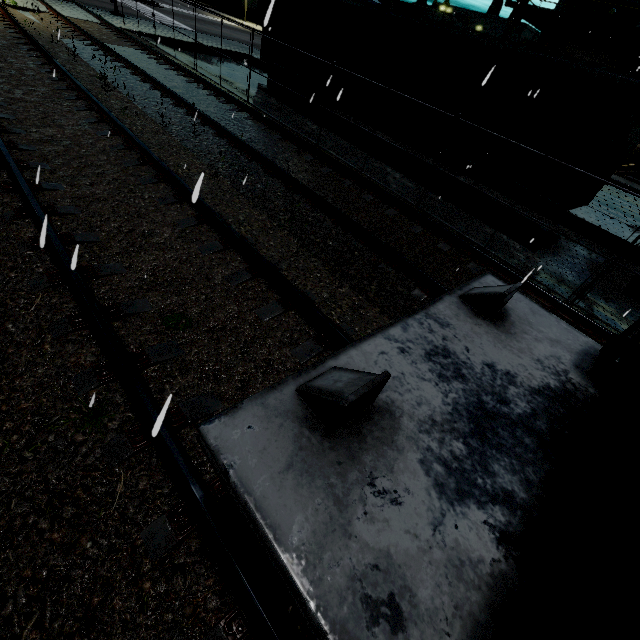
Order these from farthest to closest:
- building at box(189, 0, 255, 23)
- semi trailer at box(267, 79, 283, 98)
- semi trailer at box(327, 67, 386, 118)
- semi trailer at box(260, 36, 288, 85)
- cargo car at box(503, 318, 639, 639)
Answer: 1. building at box(189, 0, 255, 23)
2. semi trailer at box(267, 79, 283, 98)
3. semi trailer at box(260, 36, 288, 85)
4. semi trailer at box(327, 67, 386, 118)
5. cargo car at box(503, 318, 639, 639)

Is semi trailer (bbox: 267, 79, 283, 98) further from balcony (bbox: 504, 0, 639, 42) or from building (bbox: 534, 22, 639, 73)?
balcony (bbox: 504, 0, 639, 42)

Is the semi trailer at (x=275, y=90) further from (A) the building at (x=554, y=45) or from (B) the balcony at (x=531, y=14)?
(B) the balcony at (x=531, y=14)

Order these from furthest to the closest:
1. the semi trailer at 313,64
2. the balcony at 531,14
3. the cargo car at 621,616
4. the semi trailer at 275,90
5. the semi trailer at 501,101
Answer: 1. the balcony at 531,14
2. the semi trailer at 275,90
3. the semi trailer at 313,64
4. the semi trailer at 501,101
5. the cargo car at 621,616

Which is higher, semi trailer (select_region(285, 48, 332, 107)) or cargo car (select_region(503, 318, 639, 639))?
cargo car (select_region(503, 318, 639, 639))

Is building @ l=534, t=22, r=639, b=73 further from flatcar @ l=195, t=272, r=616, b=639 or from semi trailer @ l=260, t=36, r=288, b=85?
flatcar @ l=195, t=272, r=616, b=639

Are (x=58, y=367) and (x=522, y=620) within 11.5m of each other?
yes

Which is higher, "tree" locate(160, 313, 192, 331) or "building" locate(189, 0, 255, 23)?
"building" locate(189, 0, 255, 23)
